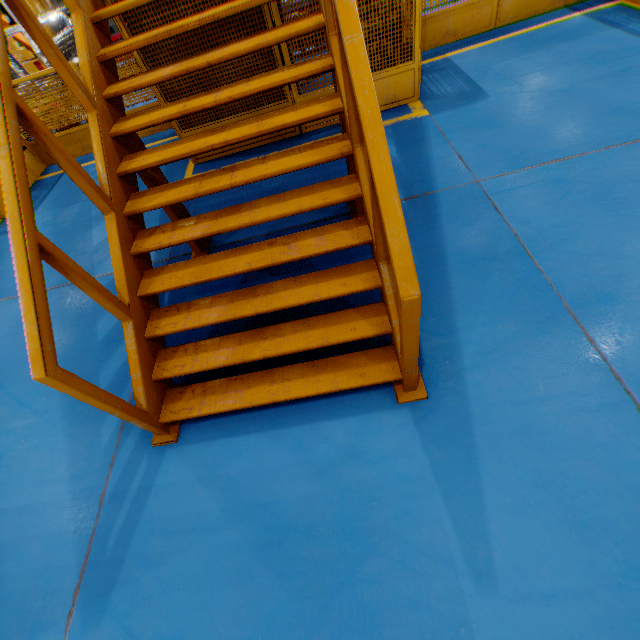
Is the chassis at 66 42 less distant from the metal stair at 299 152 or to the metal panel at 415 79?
the metal panel at 415 79

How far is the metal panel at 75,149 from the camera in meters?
6.9 m

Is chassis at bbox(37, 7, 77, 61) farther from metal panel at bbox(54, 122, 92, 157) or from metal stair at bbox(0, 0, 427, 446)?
metal stair at bbox(0, 0, 427, 446)

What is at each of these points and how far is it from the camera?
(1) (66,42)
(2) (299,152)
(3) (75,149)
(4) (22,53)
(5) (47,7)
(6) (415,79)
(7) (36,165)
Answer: (1) chassis, 9.16m
(2) metal stair, 2.66m
(3) metal panel, 7.22m
(4) metal panel, 14.02m
(5) metal panel, 13.82m
(6) metal panel, 5.03m
(7) metal panel, 7.16m

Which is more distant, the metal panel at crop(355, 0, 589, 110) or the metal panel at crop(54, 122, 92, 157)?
the metal panel at crop(54, 122, 92, 157)

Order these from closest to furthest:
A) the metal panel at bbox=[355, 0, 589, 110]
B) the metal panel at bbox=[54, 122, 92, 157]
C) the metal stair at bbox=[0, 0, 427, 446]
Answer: the metal stair at bbox=[0, 0, 427, 446], the metal panel at bbox=[355, 0, 589, 110], the metal panel at bbox=[54, 122, 92, 157]

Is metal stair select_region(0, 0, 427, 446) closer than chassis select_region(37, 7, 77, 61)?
Yes
